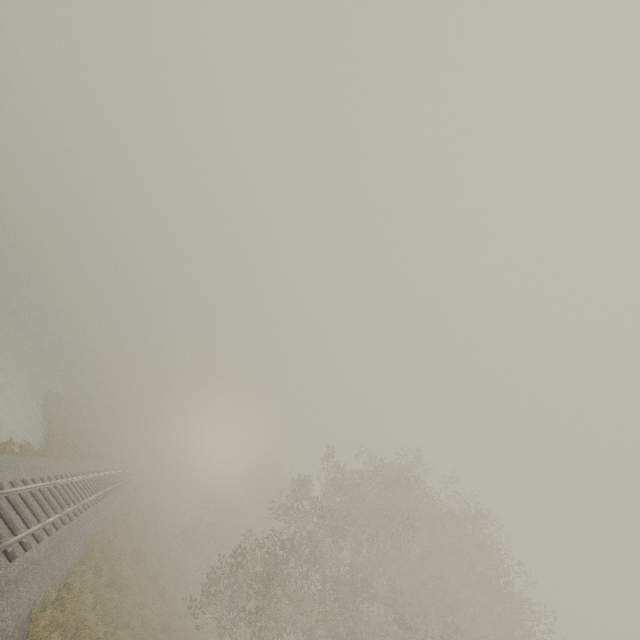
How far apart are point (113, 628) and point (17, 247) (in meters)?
70.98
